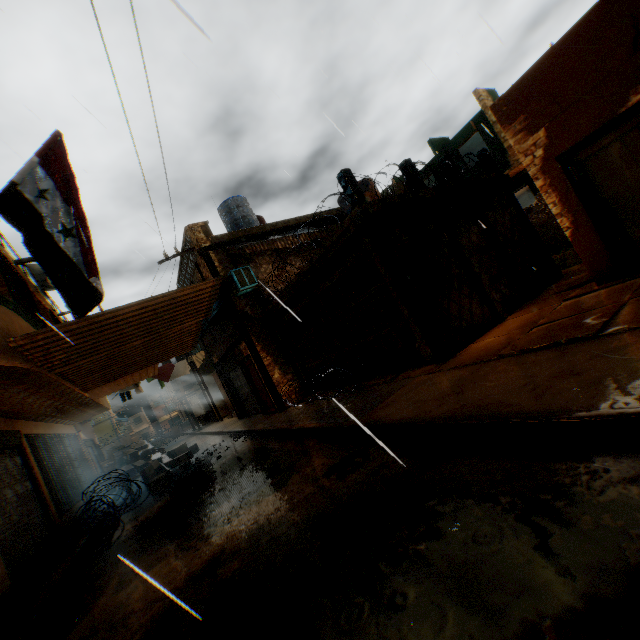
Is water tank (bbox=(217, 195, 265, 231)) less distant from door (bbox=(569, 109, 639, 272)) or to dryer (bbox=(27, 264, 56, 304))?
dryer (bbox=(27, 264, 56, 304))

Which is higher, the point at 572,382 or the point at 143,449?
the point at 143,449

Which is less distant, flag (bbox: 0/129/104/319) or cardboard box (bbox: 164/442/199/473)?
flag (bbox: 0/129/104/319)

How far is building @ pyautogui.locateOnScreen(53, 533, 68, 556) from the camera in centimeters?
701cm

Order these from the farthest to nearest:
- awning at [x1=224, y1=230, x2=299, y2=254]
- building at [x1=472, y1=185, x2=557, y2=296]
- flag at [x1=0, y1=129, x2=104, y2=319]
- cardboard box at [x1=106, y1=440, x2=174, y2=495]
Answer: awning at [x1=224, y1=230, x2=299, y2=254] → cardboard box at [x1=106, y1=440, x2=174, y2=495] → building at [x1=472, y1=185, x2=557, y2=296] → flag at [x1=0, y1=129, x2=104, y2=319]

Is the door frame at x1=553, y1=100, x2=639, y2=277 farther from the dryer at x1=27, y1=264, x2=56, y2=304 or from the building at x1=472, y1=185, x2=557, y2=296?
the dryer at x1=27, y1=264, x2=56, y2=304

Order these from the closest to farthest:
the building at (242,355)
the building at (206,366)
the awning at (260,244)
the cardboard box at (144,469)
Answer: the cardboard box at (144,469)
the awning at (260,244)
the building at (242,355)
the building at (206,366)

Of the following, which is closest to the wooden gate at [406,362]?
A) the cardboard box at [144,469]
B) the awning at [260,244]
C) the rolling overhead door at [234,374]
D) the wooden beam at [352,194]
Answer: the wooden beam at [352,194]
